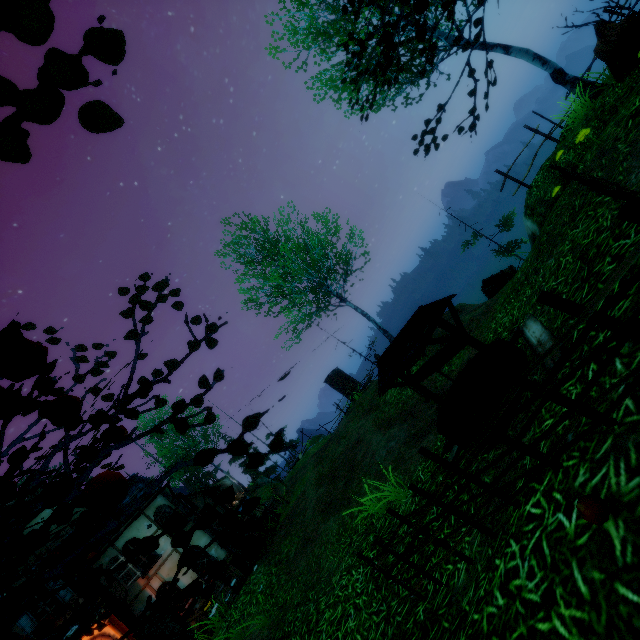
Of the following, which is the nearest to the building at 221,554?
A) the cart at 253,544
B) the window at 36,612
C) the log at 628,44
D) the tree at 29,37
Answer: the window at 36,612

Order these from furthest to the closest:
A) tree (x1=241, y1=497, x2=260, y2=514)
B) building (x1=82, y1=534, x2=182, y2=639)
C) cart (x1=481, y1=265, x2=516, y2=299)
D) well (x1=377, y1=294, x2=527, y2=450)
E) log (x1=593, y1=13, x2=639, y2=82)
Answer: cart (x1=481, y1=265, x2=516, y2=299)
building (x1=82, y1=534, x2=182, y2=639)
log (x1=593, y1=13, x2=639, y2=82)
well (x1=377, y1=294, x2=527, y2=450)
tree (x1=241, y1=497, x2=260, y2=514)

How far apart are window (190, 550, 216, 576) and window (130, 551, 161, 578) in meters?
0.9 m

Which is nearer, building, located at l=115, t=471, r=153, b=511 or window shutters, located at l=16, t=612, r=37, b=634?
window shutters, located at l=16, t=612, r=37, b=634

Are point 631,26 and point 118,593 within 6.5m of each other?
no

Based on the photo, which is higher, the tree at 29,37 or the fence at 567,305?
the tree at 29,37

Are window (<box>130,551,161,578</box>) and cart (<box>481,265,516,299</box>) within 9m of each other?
no

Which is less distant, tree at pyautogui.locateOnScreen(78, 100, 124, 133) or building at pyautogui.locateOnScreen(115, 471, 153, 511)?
tree at pyautogui.locateOnScreen(78, 100, 124, 133)
